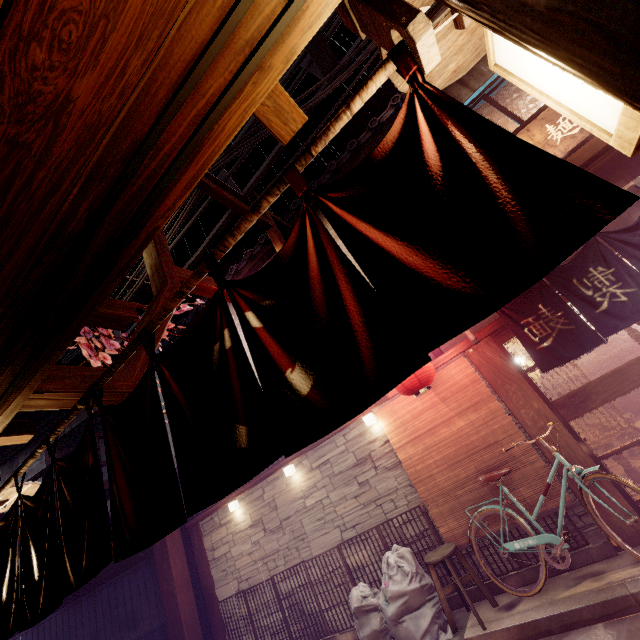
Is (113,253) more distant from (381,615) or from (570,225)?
(381,615)

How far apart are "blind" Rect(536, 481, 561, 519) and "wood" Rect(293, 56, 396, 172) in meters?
8.7 m

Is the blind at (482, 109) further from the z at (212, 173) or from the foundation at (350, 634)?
the foundation at (350, 634)

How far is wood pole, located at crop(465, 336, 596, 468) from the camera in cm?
756

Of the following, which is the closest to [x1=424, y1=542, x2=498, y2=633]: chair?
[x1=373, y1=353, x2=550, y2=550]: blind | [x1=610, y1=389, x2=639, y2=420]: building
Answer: [x1=373, y1=353, x2=550, y2=550]: blind

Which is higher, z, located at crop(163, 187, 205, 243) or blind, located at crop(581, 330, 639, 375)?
z, located at crop(163, 187, 205, 243)

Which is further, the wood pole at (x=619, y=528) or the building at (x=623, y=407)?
the building at (x=623, y=407)

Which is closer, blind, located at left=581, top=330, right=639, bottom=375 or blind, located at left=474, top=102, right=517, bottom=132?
blind, located at left=474, top=102, right=517, bottom=132
